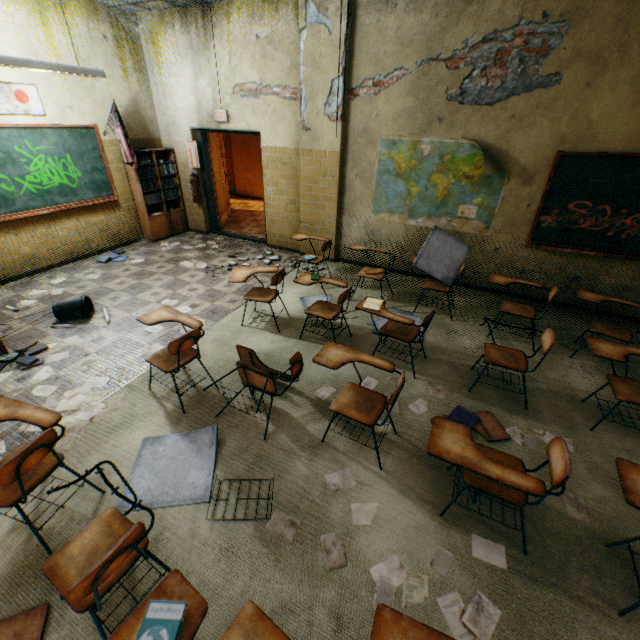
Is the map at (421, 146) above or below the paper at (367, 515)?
above

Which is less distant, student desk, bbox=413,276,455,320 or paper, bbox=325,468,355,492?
paper, bbox=325,468,355,492

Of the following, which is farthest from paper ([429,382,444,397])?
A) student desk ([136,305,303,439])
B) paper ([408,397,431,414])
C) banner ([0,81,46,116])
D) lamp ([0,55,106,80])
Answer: banner ([0,81,46,116])

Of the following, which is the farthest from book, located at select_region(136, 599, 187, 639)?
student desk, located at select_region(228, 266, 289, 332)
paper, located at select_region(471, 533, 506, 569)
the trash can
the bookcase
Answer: the bookcase

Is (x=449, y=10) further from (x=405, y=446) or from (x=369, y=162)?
(x=405, y=446)

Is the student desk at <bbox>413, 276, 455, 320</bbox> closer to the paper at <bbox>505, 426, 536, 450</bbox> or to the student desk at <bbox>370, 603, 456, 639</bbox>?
the paper at <bbox>505, 426, 536, 450</bbox>

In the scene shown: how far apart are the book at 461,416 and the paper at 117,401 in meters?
3.1

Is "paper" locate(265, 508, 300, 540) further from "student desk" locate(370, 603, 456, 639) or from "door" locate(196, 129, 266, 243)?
"door" locate(196, 129, 266, 243)
